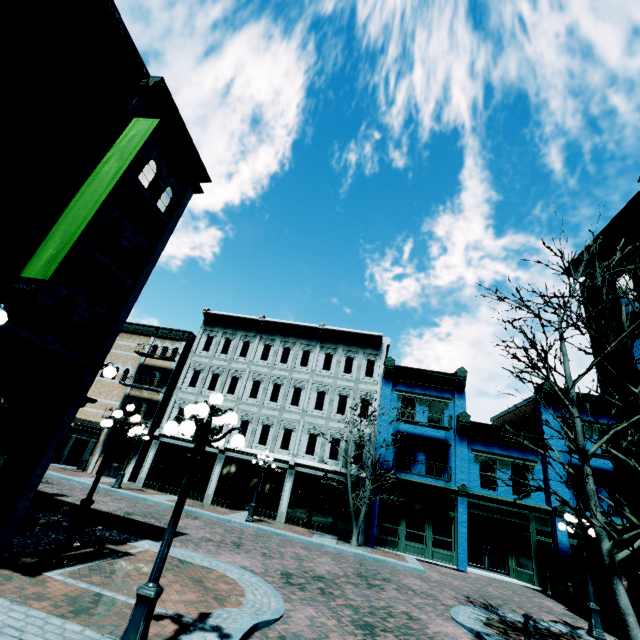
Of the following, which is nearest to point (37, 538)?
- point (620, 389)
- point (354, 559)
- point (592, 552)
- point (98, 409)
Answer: point (354, 559)

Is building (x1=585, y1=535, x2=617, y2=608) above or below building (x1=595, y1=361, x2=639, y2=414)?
below

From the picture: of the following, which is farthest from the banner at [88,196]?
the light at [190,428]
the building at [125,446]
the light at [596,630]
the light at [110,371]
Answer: the building at [125,446]

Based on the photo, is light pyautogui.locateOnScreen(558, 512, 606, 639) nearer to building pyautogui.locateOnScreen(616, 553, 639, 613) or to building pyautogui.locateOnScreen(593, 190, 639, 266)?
building pyautogui.locateOnScreen(593, 190, 639, 266)

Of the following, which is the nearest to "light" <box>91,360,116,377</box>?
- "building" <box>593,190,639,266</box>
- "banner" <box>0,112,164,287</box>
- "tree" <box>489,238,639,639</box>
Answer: "banner" <box>0,112,164,287</box>

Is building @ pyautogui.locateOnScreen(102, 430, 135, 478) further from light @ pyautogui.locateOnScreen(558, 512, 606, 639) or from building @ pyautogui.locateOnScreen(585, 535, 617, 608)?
light @ pyautogui.locateOnScreen(558, 512, 606, 639)

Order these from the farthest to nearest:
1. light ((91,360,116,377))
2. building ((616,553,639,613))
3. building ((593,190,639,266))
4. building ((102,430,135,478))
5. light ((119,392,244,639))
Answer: building ((102,430,135,478))
building ((616,553,639,613))
building ((593,190,639,266))
light ((91,360,116,377))
light ((119,392,244,639))

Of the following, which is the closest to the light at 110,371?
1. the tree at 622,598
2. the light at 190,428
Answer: the light at 190,428
